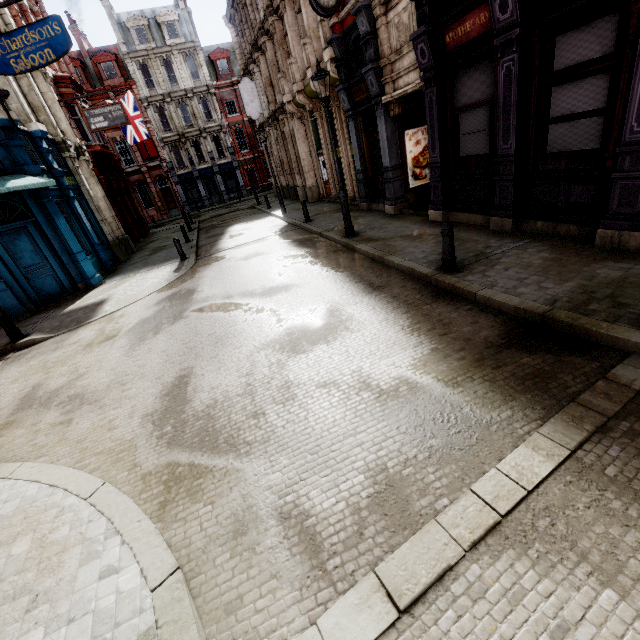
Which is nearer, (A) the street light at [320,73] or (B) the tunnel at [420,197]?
(A) the street light at [320,73]

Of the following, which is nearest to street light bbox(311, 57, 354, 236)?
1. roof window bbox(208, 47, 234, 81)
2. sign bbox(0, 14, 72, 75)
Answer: sign bbox(0, 14, 72, 75)

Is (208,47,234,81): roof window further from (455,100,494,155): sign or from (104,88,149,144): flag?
(455,100,494,155): sign

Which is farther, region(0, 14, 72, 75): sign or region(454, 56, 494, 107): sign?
region(0, 14, 72, 75): sign

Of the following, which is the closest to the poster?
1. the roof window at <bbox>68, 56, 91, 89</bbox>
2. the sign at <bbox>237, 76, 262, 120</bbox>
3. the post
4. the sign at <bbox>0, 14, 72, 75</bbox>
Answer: the post

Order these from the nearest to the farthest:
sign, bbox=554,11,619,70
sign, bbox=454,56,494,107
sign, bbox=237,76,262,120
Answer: sign, bbox=554,11,619,70 < sign, bbox=454,56,494,107 < sign, bbox=237,76,262,120

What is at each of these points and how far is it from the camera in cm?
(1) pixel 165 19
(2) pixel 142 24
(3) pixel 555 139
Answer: (1) roof window, 3434
(2) roof window, 3394
(3) sign, 636

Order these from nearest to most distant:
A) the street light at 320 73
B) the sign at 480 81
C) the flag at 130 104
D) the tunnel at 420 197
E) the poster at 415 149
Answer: the sign at 480 81 < the street light at 320 73 < the tunnel at 420 197 < the poster at 415 149 < the flag at 130 104
